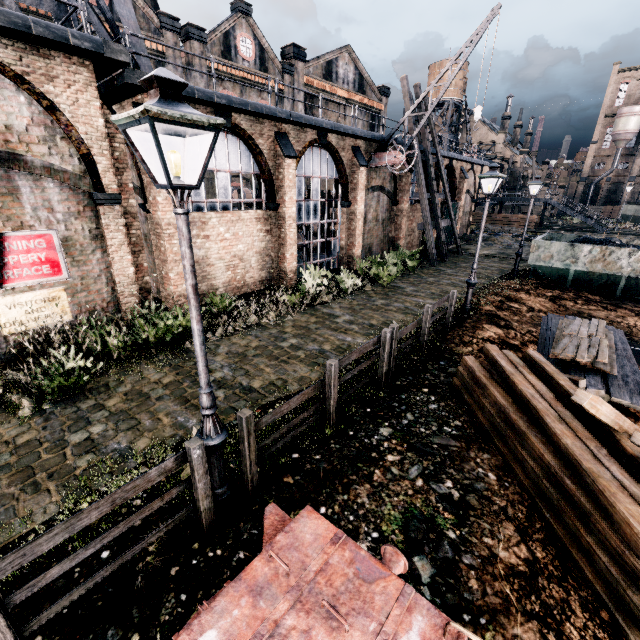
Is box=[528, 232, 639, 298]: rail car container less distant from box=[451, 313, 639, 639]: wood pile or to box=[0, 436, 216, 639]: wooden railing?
box=[451, 313, 639, 639]: wood pile

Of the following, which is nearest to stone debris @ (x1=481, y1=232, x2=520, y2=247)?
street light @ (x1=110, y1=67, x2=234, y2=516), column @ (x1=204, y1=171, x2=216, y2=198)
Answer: column @ (x1=204, y1=171, x2=216, y2=198)

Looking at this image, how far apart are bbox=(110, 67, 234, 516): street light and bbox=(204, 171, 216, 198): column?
24.2 meters

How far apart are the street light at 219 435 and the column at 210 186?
24.2 meters

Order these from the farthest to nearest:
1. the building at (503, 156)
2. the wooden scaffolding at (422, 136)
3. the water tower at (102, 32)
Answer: the building at (503, 156) < the wooden scaffolding at (422, 136) < the water tower at (102, 32)

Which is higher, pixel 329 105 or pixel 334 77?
pixel 334 77

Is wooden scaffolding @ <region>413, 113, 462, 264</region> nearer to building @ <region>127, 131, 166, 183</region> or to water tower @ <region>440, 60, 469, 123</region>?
building @ <region>127, 131, 166, 183</region>

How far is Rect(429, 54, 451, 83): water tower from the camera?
57.2 meters
